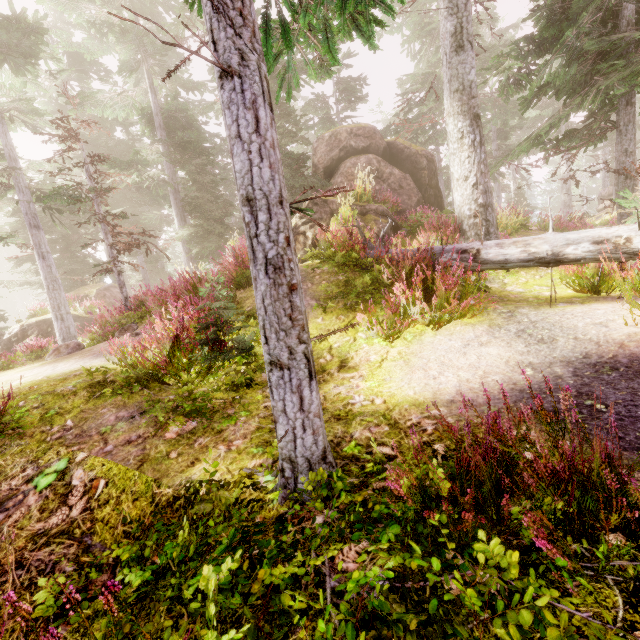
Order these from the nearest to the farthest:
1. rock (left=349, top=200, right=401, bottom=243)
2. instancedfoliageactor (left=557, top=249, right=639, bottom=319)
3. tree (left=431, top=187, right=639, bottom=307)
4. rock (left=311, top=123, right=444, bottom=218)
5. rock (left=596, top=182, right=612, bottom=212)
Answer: instancedfoliageactor (left=557, top=249, right=639, bottom=319), tree (left=431, top=187, right=639, bottom=307), rock (left=349, top=200, right=401, bottom=243), rock (left=311, top=123, right=444, bottom=218), rock (left=596, top=182, right=612, bottom=212)

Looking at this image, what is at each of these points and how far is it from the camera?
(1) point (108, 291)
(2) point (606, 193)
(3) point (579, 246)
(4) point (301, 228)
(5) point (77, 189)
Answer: (1) rock, 22.2m
(2) rock, 33.7m
(3) tree, 4.8m
(4) rock, 10.3m
(5) instancedfoliageactor, 9.3m

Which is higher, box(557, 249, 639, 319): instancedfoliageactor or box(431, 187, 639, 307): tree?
Result: box(431, 187, 639, 307): tree

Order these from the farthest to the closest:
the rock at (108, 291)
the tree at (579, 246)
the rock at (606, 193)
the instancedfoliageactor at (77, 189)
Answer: the rock at (606, 193), the rock at (108, 291), the tree at (579, 246), the instancedfoliageactor at (77, 189)

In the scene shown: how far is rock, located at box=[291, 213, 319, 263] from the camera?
10.12m

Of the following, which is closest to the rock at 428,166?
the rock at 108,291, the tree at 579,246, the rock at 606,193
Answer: the tree at 579,246

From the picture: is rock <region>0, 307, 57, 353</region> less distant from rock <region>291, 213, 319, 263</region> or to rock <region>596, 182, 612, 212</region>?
rock <region>291, 213, 319, 263</region>

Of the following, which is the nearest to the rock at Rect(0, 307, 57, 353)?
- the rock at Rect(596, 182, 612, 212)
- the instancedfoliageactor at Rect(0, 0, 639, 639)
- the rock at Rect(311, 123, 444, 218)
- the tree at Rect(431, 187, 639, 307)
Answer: the instancedfoliageactor at Rect(0, 0, 639, 639)
